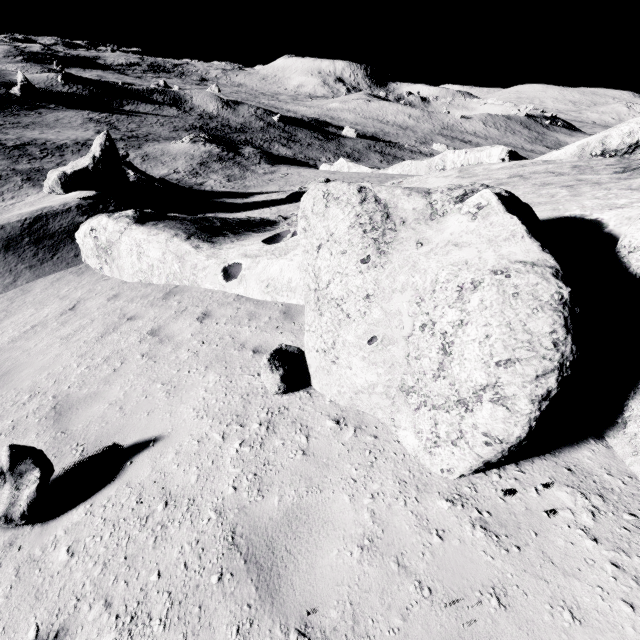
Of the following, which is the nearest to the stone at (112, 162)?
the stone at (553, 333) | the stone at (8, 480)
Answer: the stone at (553, 333)

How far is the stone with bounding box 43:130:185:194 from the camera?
16.4 meters

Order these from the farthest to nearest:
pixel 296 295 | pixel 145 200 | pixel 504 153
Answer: pixel 504 153 → pixel 145 200 → pixel 296 295

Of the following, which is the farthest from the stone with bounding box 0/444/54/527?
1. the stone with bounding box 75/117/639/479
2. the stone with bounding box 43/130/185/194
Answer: the stone with bounding box 43/130/185/194

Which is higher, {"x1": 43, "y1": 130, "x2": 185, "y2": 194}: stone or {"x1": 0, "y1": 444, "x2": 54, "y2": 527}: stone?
{"x1": 0, "y1": 444, "x2": 54, "y2": 527}: stone

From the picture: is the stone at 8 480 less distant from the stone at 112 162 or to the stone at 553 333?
the stone at 553 333

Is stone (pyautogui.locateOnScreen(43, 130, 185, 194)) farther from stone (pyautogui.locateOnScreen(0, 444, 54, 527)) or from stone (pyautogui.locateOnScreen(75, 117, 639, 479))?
→ stone (pyautogui.locateOnScreen(0, 444, 54, 527))
